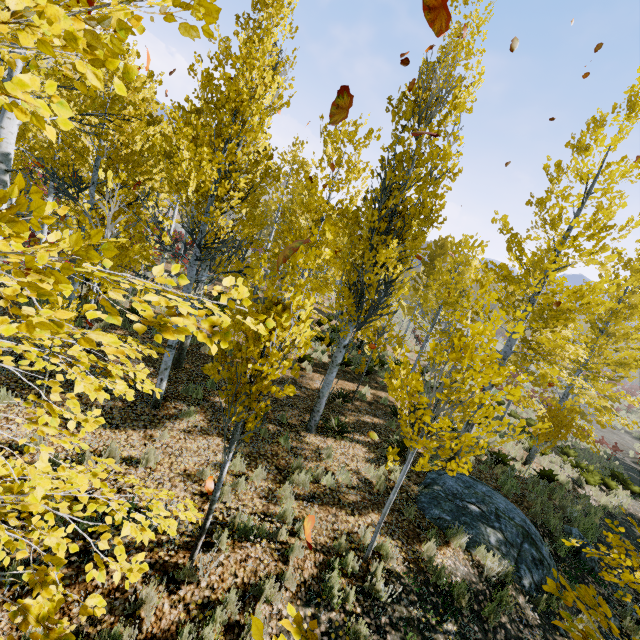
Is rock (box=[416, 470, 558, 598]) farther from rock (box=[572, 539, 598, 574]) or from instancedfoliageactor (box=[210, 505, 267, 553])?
rock (box=[572, 539, 598, 574])

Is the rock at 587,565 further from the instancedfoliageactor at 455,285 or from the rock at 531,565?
the rock at 531,565

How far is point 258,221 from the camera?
12.00m

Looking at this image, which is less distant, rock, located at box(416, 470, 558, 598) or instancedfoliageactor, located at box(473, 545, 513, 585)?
instancedfoliageactor, located at box(473, 545, 513, 585)

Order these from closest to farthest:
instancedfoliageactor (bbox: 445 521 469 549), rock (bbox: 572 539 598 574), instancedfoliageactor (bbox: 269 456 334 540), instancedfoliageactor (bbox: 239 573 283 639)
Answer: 1. instancedfoliageactor (bbox: 239 573 283 639)
2. instancedfoliageactor (bbox: 269 456 334 540)
3. instancedfoliageactor (bbox: 445 521 469 549)
4. rock (bbox: 572 539 598 574)
